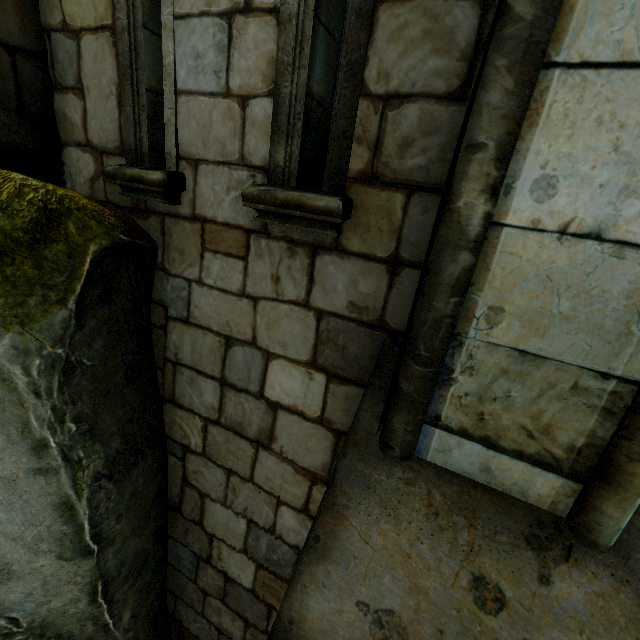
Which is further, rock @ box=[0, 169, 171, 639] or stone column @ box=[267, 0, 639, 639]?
rock @ box=[0, 169, 171, 639]

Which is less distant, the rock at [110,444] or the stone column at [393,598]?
the stone column at [393,598]

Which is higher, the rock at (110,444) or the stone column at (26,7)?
the stone column at (26,7)

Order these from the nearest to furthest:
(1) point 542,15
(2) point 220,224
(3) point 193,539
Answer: (1) point 542,15 < (2) point 220,224 < (3) point 193,539

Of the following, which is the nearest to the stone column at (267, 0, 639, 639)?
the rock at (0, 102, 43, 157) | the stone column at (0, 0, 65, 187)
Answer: the rock at (0, 102, 43, 157)
